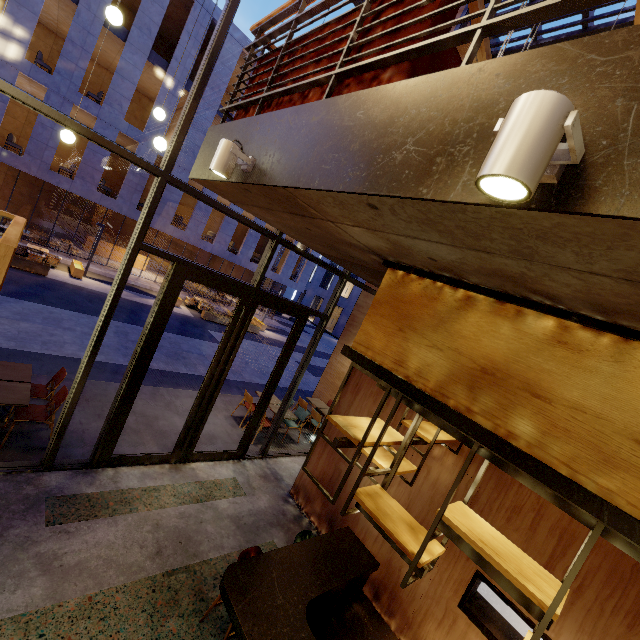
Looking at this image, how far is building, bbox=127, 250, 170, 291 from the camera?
20.42m

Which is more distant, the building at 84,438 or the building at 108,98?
the building at 108,98

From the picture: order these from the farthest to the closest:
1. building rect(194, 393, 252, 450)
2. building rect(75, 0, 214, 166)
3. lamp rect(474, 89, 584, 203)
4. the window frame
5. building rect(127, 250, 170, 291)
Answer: building rect(127, 250, 170, 291) < building rect(75, 0, 214, 166) < building rect(194, 393, 252, 450) < the window frame < lamp rect(474, 89, 584, 203)

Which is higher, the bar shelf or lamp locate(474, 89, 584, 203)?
lamp locate(474, 89, 584, 203)

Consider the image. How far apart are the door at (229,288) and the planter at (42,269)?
12.9m

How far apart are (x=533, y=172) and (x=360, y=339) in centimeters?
232cm

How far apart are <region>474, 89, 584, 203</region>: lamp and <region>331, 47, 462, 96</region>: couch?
1.1m

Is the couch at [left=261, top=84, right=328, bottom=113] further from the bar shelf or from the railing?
the bar shelf
